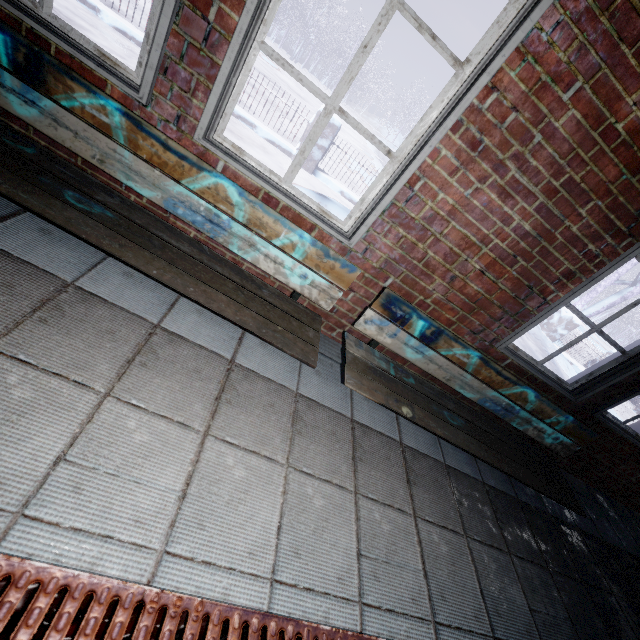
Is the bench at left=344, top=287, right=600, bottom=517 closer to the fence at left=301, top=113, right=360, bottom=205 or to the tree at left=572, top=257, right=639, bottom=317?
the fence at left=301, top=113, right=360, bottom=205

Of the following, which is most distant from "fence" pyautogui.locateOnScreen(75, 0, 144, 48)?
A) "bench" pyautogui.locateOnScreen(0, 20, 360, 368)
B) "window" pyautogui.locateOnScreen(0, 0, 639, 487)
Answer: "bench" pyautogui.locateOnScreen(0, 20, 360, 368)

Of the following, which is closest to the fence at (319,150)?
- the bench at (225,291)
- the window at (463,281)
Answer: the window at (463,281)

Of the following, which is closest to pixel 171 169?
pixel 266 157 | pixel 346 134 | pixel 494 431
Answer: pixel 494 431

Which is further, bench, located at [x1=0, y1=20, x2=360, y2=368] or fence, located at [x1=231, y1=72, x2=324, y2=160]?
fence, located at [x1=231, y1=72, x2=324, y2=160]

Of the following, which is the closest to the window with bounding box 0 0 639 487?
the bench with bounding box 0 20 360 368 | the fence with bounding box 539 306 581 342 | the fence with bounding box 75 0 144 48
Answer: the bench with bounding box 0 20 360 368

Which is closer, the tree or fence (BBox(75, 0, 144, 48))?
fence (BBox(75, 0, 144, 48))

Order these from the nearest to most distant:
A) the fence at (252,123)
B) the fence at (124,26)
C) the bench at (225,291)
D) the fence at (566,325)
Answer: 1. the bench at (225,291)
2. the fence at (124,26)
3. the fence at (252,123)
4. the fence at (566,325)
